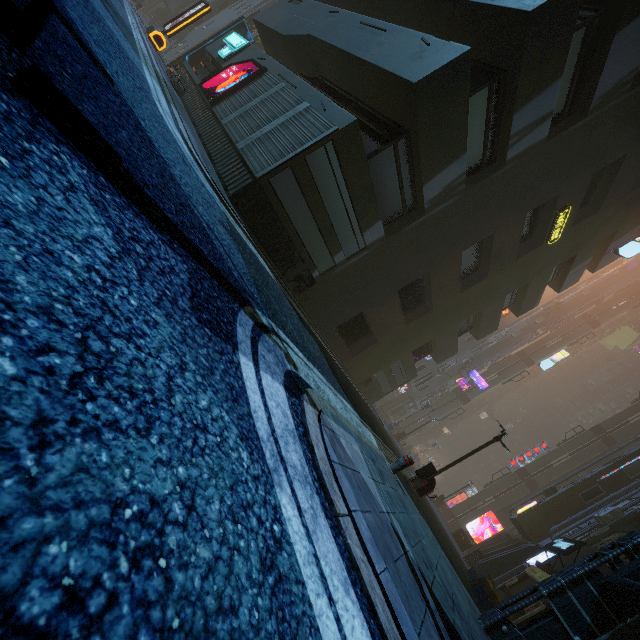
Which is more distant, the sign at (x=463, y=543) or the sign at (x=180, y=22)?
the sign at (x=463, y=543)

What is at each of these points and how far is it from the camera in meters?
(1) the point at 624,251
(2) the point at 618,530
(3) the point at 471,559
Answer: (1) sign, 18.6 m
(2) building, 13.3 m
(3) barrel, 18.2 m

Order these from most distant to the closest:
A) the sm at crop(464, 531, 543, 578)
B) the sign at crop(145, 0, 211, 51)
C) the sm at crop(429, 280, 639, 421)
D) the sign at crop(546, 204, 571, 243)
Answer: the sm at crop(429, 280, 639, 421) → the sm at crop(464, 531, 543, 578) → the sign at crop(145, 0, 211, 51) → the sign at crop(546, 204, 571, 243)

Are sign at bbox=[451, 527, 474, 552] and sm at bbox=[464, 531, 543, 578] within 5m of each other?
yes

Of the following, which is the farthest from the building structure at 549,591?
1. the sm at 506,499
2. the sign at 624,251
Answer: the sm at 506,499

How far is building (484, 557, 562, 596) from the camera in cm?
1211

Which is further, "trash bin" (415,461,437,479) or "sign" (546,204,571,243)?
"sign" (546,204,571,243)

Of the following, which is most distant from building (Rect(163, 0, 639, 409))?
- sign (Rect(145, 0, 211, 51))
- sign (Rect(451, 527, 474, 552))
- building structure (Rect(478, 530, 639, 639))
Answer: sign (Rect(451, 527, 474, 552))
